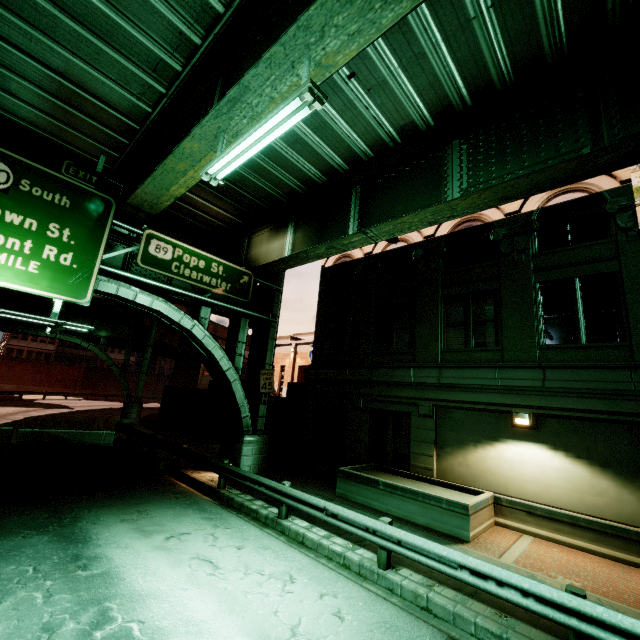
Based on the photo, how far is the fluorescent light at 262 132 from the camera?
5.0 meters

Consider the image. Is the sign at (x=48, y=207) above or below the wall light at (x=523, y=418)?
above

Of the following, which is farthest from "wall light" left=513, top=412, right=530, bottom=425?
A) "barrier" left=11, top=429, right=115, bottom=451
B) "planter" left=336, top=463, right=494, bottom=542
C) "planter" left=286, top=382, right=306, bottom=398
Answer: "barrier" left=11, top=429, right=115, bottom=451

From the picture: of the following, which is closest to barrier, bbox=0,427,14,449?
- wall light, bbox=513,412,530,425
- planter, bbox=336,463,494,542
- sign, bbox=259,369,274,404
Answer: sign, bbox=259,369,274,404

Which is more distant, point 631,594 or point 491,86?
point 491,86

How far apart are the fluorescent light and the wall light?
11.16m

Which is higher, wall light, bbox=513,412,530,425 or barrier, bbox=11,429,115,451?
wall light, bbox=513,412,530,425

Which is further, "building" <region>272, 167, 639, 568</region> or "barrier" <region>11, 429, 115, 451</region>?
"barrier" <region>11, 429, 115, 451</region>
